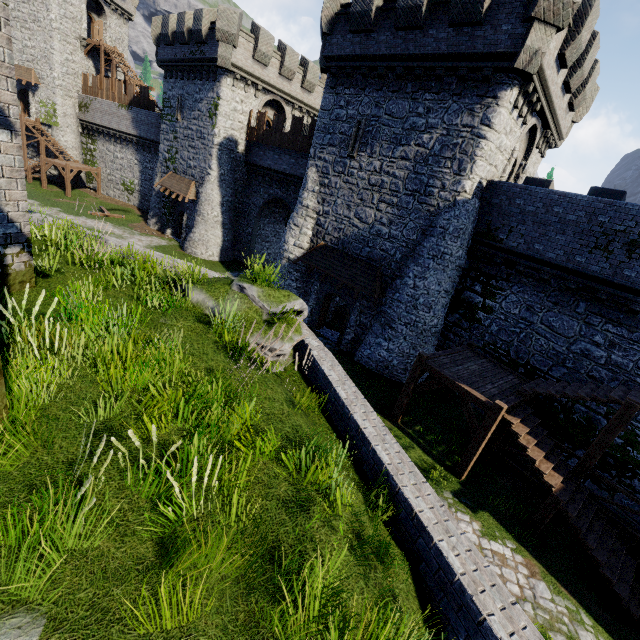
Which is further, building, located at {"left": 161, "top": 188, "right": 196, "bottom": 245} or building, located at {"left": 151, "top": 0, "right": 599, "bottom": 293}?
building, located at {"left": 161, "top": 188, "right": 196, "bottom": 245}

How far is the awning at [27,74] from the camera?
33.9m

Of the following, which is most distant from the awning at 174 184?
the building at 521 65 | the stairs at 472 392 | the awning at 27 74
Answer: the stairs at 472 392

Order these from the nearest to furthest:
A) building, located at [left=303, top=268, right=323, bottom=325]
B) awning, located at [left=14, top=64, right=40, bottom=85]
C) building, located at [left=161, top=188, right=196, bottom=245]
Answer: building, located at [left=303, top=268, right=323, bottom=325] < building, located at [left=161, top=188, right=196, bottom=245] < awning, located at [left=14, top=64, right=40, bottom=85]

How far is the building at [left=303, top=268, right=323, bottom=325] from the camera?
19.6 meters

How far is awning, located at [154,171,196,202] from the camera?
26.94m

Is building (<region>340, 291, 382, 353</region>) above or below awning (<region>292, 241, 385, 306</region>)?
below

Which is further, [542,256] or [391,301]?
[391,301]
